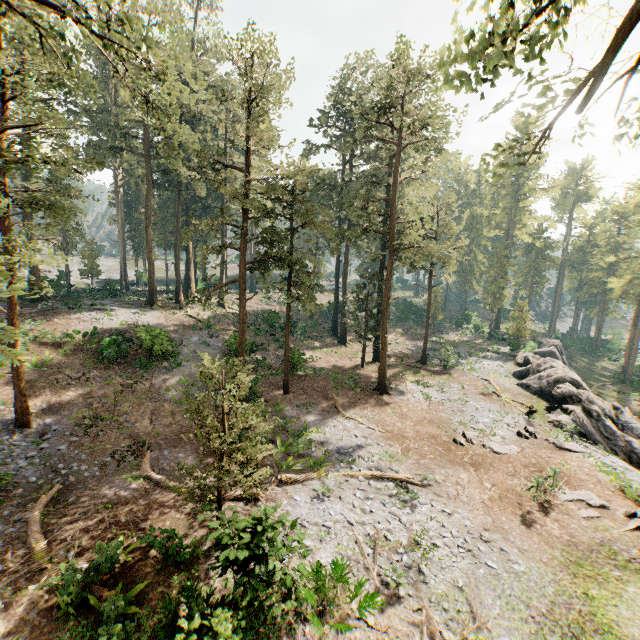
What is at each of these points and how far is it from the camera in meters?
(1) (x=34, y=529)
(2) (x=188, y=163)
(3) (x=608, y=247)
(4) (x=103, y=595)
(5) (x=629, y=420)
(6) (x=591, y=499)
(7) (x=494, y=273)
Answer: (1) foliage, 11.8
(2) foliage, 20.7
(3) foliage, 56.5
(4) foliage, 9.6
(5) rock, 23.4
(6) foliage, 14.9
(7) foliage, 48.2

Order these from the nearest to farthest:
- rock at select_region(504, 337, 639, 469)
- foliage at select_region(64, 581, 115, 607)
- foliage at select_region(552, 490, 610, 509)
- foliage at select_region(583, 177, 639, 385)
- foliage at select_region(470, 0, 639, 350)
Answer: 1. foliage at select_region(470, 0, 639, 350)
2. foliage at select_region(64, 581, 115, 607)
3. foliage at select_region(552, 490, 610, 509)
4. rock at select_region(504, 337, 639, 469)
5. foliage at select_region(583, 177, 639, 385)

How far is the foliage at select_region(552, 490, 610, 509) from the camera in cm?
1451

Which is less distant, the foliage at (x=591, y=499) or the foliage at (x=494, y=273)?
the foliage at (x=494, y=273)

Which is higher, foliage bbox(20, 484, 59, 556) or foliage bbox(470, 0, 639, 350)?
foliage bbox(470, 0, 639, 350)
